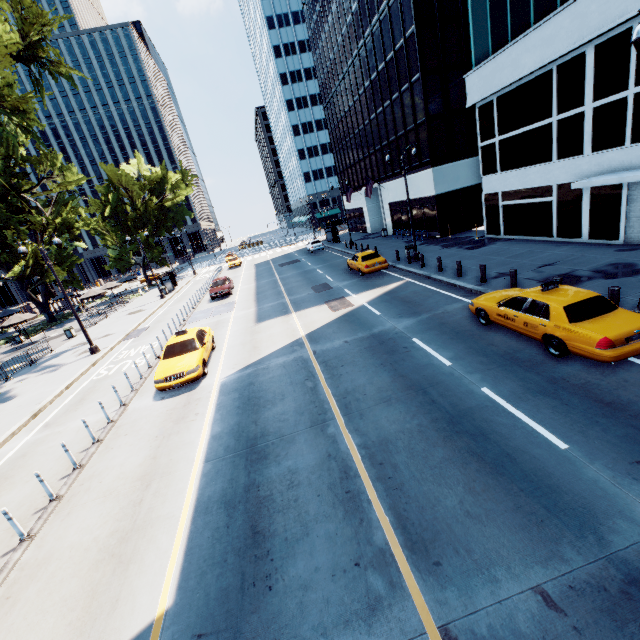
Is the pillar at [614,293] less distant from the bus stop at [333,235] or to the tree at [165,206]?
the tree at [165,206]

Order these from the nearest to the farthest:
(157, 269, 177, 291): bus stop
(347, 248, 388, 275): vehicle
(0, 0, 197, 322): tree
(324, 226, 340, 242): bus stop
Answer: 1. (0, 0, 197, 322): tree
2. (347, 248, 388, 275): vehicle
3. (157, 269, 177, 291): bus stop
4. (324, 226, 340, 242): bus stop

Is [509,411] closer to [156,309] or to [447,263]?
[447,263]

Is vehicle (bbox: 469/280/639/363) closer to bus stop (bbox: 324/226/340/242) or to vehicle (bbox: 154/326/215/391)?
vehicle (bbox: 154/326/215/391)

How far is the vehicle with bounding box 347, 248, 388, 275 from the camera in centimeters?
2212cm

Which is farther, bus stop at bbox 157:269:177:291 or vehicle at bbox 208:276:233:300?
bus stop at bbox 157:269:177:291

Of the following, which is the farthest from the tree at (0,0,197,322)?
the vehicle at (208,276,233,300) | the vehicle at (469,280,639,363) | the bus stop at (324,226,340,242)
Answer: the bus stop at (324,226,340,242)

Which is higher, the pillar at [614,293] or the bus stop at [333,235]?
the bus stop at [333,235]
